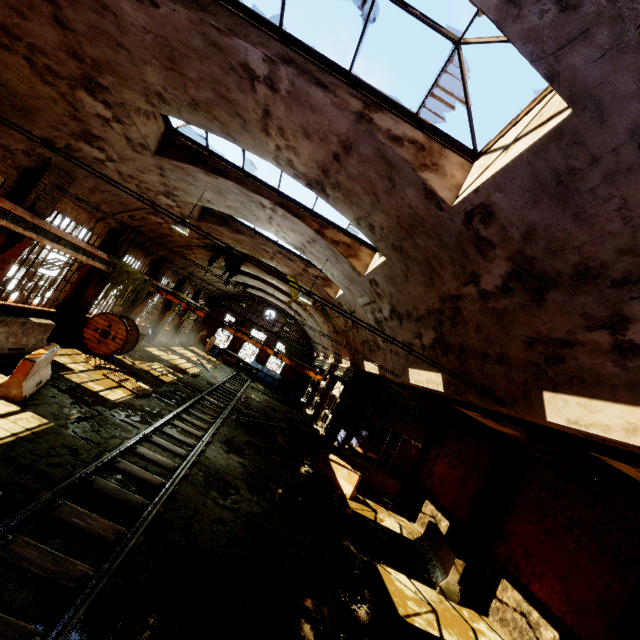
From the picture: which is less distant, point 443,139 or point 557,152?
point 557,152

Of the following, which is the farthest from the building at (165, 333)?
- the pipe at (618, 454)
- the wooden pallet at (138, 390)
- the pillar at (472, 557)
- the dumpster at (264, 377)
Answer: the pillar at (472, 557)

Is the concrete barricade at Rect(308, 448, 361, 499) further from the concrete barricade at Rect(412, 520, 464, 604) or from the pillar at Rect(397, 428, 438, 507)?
the pillar at Rect(397, 428, 438, 507)

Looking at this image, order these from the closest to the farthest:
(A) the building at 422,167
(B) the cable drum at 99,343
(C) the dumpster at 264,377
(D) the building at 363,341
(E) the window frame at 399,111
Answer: (A) the building at 422,167 < (E) the window frame at 399,111 < (D) the building at 363,341 < (B) the cable drum at 99,343 < (C) the dumpster at 264,377

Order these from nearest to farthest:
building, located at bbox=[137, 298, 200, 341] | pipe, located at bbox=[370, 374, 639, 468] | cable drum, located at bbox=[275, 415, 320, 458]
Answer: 1. pipe, located at bbox=[370, 374, 639, 468]
2. cable drum, located at bbox=[275, 415, 320, 458]
3. building, located at bbox=[137, 298, 200, 341]

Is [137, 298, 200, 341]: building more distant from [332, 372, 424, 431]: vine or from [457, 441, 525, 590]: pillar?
[457, 441, 525, 590]: pillar

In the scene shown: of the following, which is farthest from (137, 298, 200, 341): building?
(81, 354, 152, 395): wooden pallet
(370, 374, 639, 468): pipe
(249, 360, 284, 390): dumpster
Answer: (249, 360, 284, 390): dumpster

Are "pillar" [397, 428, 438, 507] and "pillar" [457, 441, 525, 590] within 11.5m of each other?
yes
